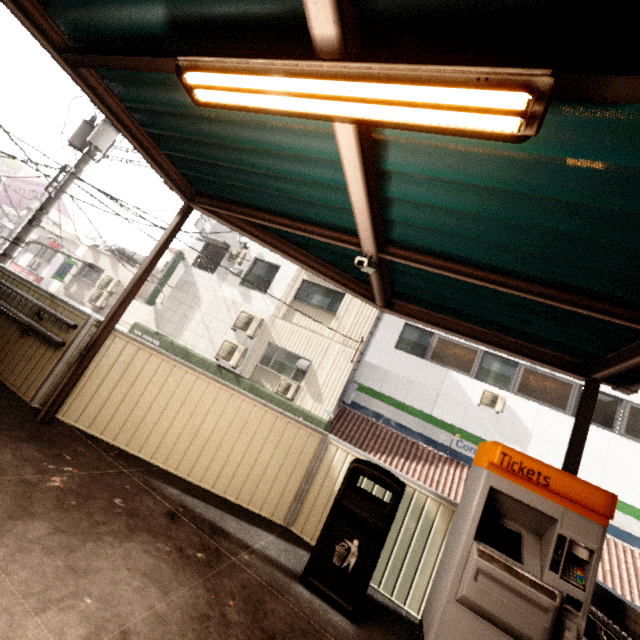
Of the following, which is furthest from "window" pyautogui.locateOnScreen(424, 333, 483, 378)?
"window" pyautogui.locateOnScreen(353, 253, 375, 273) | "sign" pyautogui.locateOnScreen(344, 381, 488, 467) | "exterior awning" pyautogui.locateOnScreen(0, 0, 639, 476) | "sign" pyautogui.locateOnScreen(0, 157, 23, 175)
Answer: "sign" pyautogui.locateOnScreen(0, 157, 23, 175)

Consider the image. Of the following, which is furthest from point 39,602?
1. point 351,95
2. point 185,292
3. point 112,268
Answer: point 112,268

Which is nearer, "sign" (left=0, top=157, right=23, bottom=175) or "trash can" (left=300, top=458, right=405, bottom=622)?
"trash can" (left=300, top=458, right=405, bottom=622)

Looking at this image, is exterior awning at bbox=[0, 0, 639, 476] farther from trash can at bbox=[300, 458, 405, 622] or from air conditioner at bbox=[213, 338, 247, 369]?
air conditioner at bbox=[213, 338, 247, 369]

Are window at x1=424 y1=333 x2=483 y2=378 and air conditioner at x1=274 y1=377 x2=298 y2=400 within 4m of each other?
no

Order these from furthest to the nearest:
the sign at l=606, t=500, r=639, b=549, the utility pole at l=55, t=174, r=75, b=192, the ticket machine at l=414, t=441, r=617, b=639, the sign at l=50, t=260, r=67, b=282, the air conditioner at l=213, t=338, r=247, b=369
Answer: the sign at l=50, t=260, r=67, b=282
the air conditioner at l=213, t=338, r=247, b=369
the sign at l=606, t=500, r=639, b=549
the utility pole at l=55, t=174, r=75, b=192
the ticket machine at l=414, t=441, r=617, b=639

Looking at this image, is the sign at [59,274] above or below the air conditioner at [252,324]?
below

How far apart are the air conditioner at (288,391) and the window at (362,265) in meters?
9.0
